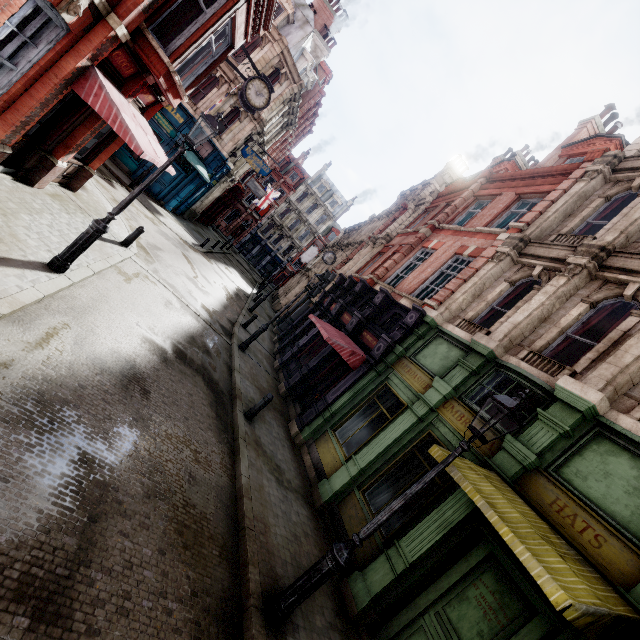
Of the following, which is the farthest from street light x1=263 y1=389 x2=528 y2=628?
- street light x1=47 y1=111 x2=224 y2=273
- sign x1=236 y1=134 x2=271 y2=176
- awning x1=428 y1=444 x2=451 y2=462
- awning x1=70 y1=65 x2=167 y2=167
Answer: sign x1=236 y1=134 x2=271 y2=176

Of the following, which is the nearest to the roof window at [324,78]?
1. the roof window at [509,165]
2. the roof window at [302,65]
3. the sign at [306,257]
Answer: the roof window at [302,65]

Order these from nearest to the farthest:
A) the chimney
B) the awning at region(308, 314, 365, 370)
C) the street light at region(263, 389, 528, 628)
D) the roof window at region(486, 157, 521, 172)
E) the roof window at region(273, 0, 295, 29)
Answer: the street light at region(263, 389, 528, 628), the awning at region(308, 314, 365, 370), the roof window at region(486, 157, 521, 172), the roof window at region(273, 0, 295, 29), the chimney

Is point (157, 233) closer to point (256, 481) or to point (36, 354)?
point (36, 354)

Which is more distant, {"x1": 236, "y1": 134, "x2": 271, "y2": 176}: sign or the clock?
{"x1": 236, "y1": 134, "x2": 271, "y2": 176}: sign

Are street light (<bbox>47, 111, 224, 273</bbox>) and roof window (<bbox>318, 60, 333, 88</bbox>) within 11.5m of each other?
no

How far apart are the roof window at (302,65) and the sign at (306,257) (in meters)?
15.34

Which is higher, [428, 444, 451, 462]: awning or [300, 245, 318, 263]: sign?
[300, 245, 318, 263]: sign
